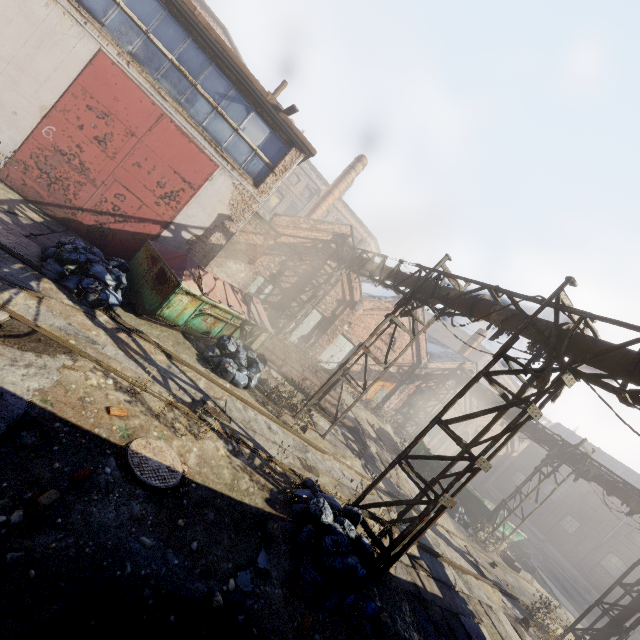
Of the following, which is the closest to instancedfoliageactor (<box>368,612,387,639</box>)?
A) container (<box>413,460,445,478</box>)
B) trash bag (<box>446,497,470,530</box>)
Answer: trash bag (<box>446,497,470,530</box>)

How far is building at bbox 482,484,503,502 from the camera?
30.47m

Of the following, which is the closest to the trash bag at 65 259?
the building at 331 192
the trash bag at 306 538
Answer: the trash bag at 306 538

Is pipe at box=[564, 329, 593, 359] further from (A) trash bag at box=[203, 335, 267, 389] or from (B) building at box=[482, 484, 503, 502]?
(B) building at box=[482, 484, 503, 502]

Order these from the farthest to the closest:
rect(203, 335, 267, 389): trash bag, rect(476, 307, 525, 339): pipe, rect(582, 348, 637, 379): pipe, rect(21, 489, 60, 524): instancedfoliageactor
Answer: rect(203, 335, 267, 389): trash bag → rect(476, 307, 525, 339): pipe → rect(582, 348, 637, 379): pipe → rect(21, 489, 60, 524): instancedfoliageactor

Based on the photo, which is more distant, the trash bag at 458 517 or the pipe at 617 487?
the trash bag at 458 517

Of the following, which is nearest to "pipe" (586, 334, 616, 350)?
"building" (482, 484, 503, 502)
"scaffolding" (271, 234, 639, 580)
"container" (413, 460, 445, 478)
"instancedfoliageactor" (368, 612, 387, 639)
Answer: "scaffolding" (271, 234, 639, 580)

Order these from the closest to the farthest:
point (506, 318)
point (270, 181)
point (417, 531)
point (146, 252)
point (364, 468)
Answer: point (417, 531) → point (506, 318) → point (146, 252) → point (270, 181) → point (364, 468)
